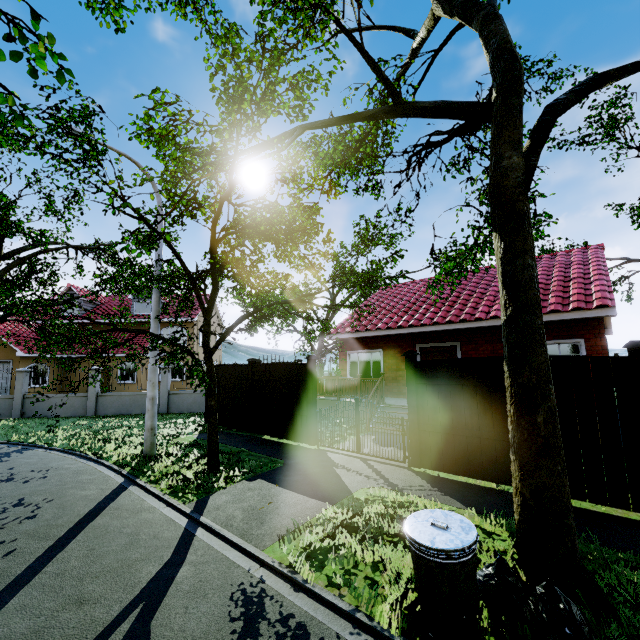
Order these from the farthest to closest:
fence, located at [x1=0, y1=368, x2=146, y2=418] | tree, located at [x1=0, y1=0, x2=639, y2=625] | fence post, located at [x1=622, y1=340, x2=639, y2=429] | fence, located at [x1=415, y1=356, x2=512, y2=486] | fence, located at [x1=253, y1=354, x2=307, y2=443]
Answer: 1. fence, located at [x1=0, y1=368, x2=146, y2=418]
2. fence, located at [x1=253, y1=354, x2=307, y2=443]
3. fence, located at [x1=415, y1=356, x2=512, y2=486]
4. fence post, located at [x1=622, y1=340, x2=639, y2=429]
5. tree, located at [x1=0, y1=0, x2=639, y2=625]

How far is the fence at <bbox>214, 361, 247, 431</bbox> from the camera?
11.62m

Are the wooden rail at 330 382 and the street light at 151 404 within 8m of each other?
yes

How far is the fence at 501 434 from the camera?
6.2 meters

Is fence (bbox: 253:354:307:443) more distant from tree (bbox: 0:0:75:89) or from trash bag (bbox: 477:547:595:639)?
trash bag (bbox: 477:547:595:639)

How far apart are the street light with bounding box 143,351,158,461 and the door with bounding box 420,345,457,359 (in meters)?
9.57

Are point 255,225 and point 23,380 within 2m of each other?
no

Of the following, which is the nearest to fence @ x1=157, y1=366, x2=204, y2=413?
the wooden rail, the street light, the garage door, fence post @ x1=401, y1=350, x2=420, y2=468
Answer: fence post @ x1=401, y1=350, x2=420, y2=468
